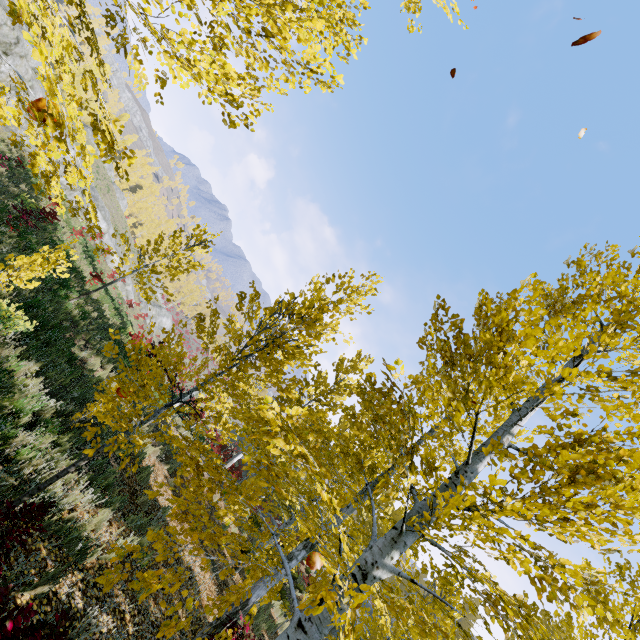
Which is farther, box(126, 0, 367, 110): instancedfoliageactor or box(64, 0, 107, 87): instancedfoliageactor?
box(64, 0, 107, 87): instancedfoliageactor

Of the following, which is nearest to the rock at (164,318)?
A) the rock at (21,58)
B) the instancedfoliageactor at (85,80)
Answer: the rock at (21,58)

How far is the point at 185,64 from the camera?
3.5 meters

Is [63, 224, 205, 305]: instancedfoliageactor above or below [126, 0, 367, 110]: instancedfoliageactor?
below
